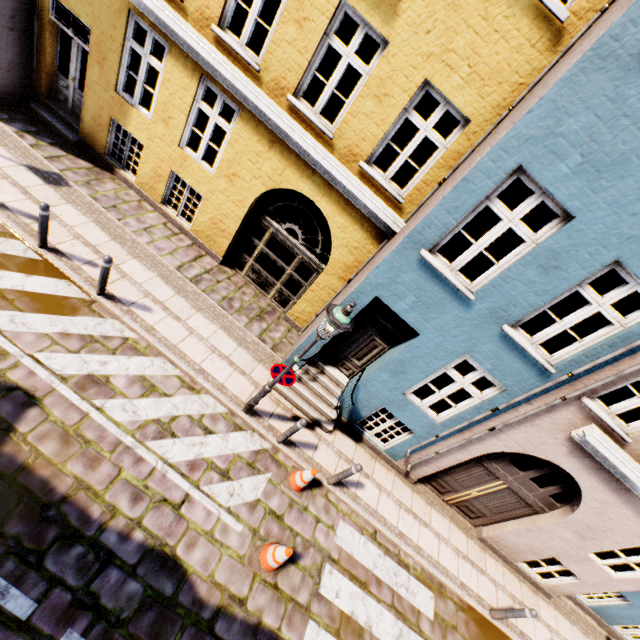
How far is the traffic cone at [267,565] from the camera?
5.4 meters

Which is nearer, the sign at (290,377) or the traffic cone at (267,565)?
the traffic cone at (267,565)

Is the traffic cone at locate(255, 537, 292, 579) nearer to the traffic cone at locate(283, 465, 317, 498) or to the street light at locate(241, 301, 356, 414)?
the traffic cone at locate(283, 465, 317, 498)

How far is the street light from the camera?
4.9m

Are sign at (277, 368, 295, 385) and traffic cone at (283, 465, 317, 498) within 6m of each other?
yes

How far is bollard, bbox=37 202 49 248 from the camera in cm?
605

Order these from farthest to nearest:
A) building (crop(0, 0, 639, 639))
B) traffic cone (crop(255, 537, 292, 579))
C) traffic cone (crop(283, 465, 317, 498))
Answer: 1. traffic cone (crop(283, 465, 317, 498))
2. traffic cone (crop(255, 537, 292, 579))
3. building (crop(0, 0, 639, 639))

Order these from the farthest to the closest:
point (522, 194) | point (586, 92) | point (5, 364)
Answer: point (522, 194)
point (5, 364)
point (586, 92)
